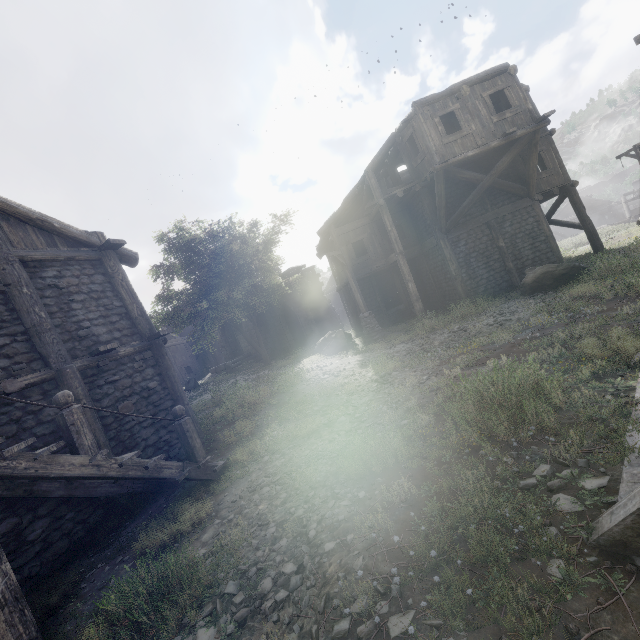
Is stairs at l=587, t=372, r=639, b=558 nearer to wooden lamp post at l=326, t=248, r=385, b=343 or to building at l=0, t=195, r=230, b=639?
building at l=0, t=195, r=230, b=639

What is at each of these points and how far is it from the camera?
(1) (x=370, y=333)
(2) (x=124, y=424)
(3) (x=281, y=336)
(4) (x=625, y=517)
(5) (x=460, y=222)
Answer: (1) wooden lamp post, 16.5m
(2) building, 8.0m
(3) building, 28.5m
(4) stairs, 2.4m
(5) building, 16.1m

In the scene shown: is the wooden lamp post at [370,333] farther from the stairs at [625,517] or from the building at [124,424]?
the stairs at [625,517]

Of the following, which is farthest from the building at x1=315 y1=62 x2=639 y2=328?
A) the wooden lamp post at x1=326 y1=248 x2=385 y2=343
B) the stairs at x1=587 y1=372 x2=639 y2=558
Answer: the stairs at x1=587 y1=372 x2=639 y2=558

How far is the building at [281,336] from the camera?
21.0m

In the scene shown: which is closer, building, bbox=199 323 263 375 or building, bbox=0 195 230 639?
building, bbox=0 195 230 639

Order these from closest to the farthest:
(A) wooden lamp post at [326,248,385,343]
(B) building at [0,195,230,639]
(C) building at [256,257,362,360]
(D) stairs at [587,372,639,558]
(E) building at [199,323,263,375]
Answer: (D) stairs at [587,372,639,558] → (B) building at [0,195,230,639] → (A) wooden lamp post at [326,248,385,343] → (C) building at [256,257,362,360] → (E) building at [199,323,263,375]
